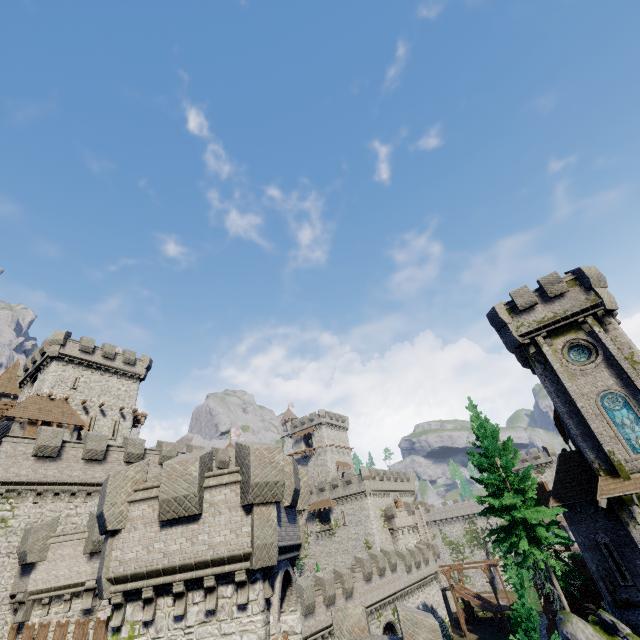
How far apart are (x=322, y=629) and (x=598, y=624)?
19.69m

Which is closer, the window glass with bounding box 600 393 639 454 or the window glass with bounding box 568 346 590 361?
the window glass with bounding box 600 393 639 454

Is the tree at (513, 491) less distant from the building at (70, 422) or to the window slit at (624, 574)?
the window slit at (624, 574)

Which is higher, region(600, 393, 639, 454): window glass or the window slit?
region(600, 393, 639, 454): window glass

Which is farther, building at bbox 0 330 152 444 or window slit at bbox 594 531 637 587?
building at bbox 0 330 152 444

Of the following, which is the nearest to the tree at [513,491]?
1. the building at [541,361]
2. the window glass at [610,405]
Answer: the building at [541,361]

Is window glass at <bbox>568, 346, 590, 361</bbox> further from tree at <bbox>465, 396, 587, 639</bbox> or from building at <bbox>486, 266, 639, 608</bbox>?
tree at <bbox>465, 396, 587, 639</bbox>

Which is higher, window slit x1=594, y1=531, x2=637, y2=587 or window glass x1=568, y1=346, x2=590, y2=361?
window glass x1=568, y1=346, x2=590, y2=361
